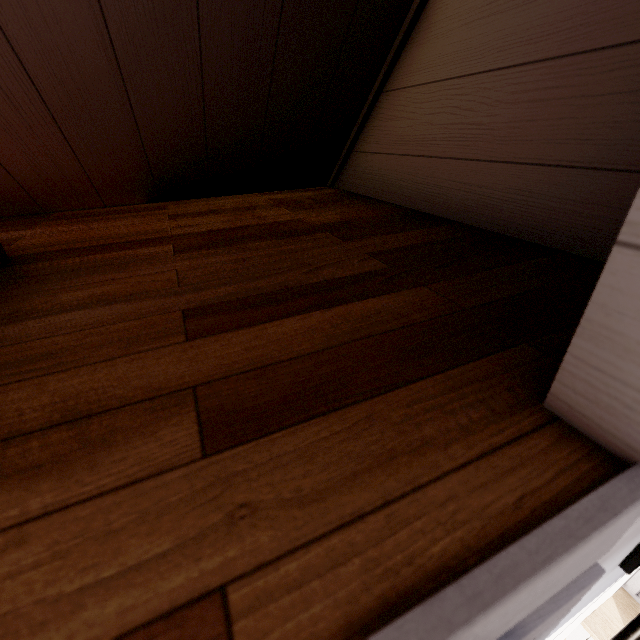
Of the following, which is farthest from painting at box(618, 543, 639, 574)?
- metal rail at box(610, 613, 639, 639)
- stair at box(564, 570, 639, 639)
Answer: stair at box(564, 570, 639, 639)

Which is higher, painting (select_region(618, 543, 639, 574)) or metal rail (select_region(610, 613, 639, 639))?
painting (select_region(618, 543, 639, 574))

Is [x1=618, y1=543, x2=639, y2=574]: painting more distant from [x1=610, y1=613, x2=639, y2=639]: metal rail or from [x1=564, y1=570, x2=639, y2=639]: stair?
[x1=564, y1=570, x2=639, y2=639]: stair

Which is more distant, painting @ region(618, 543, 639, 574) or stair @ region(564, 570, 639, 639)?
stair @ region(564, 570, 639, 639)

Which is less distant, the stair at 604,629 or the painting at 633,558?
the painting at 633,558

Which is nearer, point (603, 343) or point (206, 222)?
point (603, 343)

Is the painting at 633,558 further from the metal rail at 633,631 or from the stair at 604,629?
the stair at 604,629

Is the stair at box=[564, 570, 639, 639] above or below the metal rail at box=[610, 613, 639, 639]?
below
